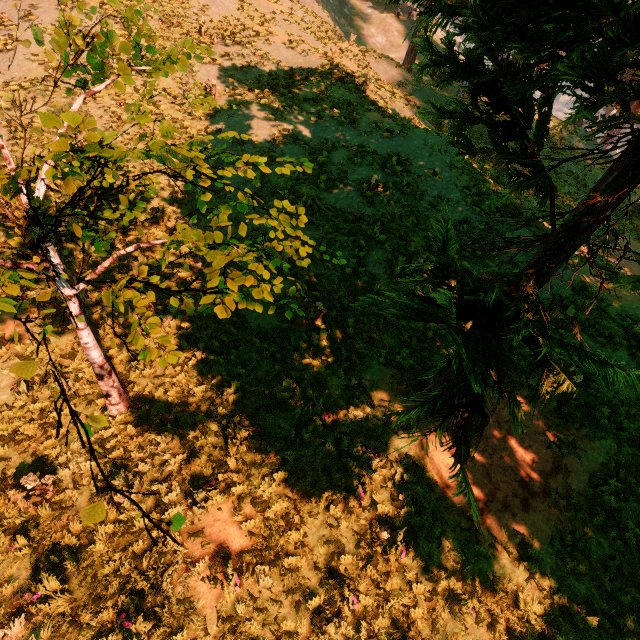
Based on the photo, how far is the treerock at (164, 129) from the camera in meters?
2.0

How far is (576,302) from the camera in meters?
10.2

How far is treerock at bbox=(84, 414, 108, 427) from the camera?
2.56m

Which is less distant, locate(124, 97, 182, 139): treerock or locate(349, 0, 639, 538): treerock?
locate(124, 97, 182, 139): treerock
